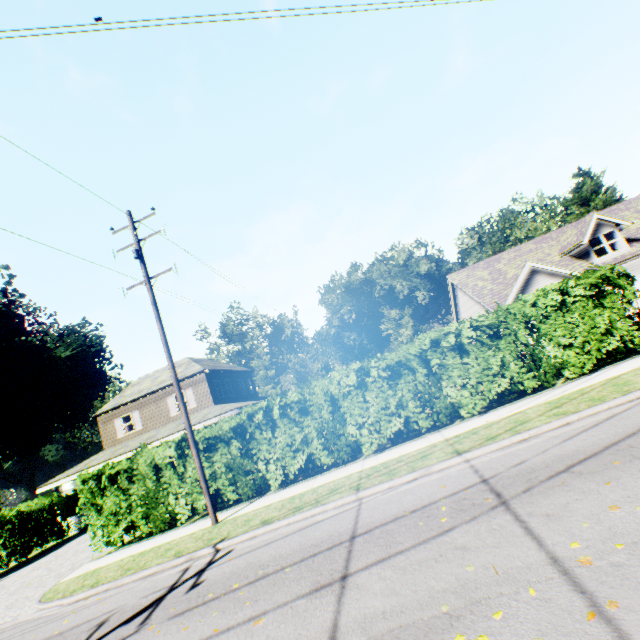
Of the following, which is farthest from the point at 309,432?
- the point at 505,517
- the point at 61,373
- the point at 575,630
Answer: the point at 61,373
